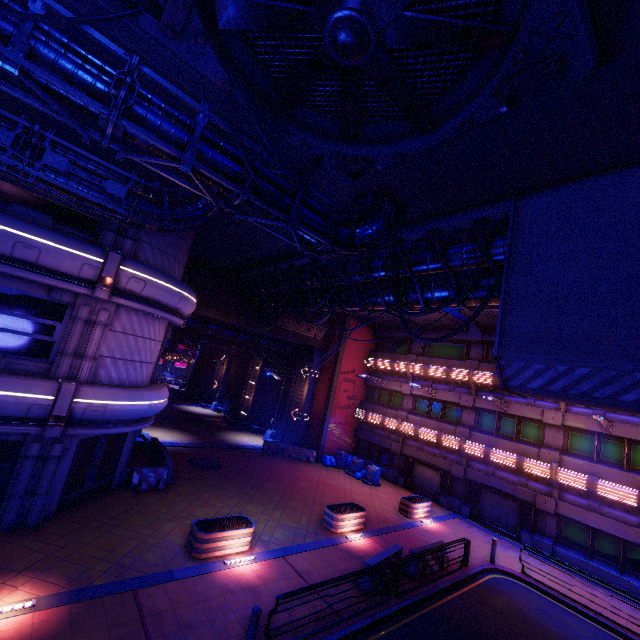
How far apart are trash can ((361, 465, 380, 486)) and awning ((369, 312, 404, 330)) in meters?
11.0 m

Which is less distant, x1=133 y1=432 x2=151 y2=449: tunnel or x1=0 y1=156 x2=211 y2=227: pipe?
x1=0 y1=156 x2=211 y2=227: pipe

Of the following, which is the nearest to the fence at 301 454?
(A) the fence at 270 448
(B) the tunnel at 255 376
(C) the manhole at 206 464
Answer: (A) the fence at 270 448

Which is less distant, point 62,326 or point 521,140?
point 521,140

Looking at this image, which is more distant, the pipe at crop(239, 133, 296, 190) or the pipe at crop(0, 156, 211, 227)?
the pipe at crop(0, 156, 211, 227)

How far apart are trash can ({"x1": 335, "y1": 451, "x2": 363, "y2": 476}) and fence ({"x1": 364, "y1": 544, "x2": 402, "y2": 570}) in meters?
11.5 m

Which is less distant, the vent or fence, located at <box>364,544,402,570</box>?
the vent

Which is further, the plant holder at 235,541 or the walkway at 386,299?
the walkway at 386,299
